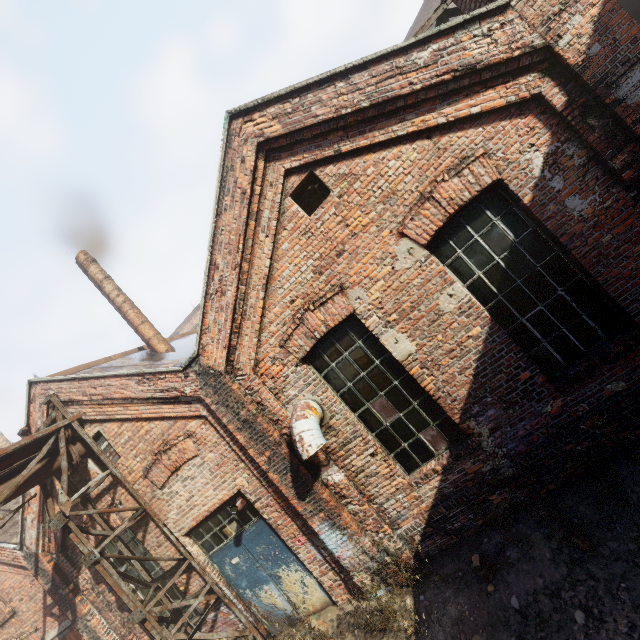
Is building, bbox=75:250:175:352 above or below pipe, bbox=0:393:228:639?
above

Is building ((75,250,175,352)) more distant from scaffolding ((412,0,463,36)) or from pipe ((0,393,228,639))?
scaffolding ((412,0,463,36))

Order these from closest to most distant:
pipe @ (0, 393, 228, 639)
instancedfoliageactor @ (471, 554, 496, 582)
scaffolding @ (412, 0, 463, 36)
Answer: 1. instancedfoliageactor @ (471, 554, 496, 582)
2. scaffolding @ (412, 0, 463, 36)
3. pipe @ (0, 393, 228, 639)

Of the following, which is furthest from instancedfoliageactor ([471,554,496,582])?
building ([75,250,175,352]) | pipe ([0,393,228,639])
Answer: building ([75,250,175,352])

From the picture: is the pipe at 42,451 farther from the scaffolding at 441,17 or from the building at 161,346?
the scaffolding at 441,17

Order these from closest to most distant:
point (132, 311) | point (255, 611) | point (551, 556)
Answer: point (551, 556), point (255, 611), point (132, 311)

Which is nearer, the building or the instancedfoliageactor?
the instancedfoliageactor

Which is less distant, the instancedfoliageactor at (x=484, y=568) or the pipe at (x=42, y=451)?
the instancedfoliageactor at (x=484, y=568)
